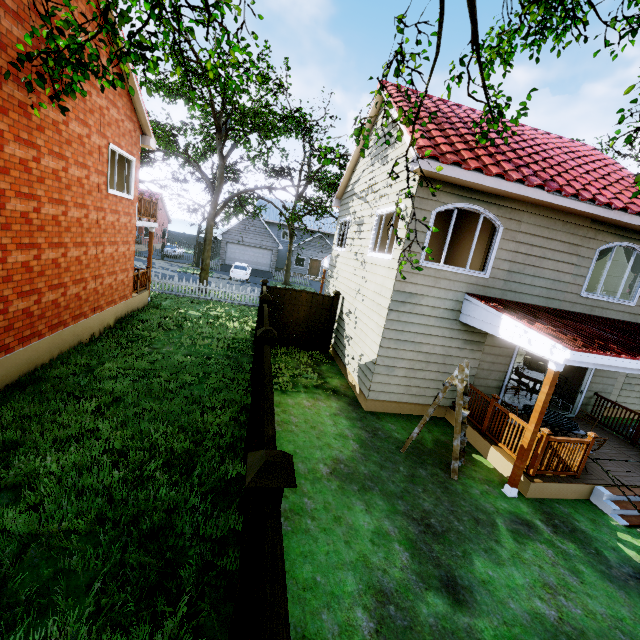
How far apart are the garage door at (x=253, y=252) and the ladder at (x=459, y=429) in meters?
30.1 m

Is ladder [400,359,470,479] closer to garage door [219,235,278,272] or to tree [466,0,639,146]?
tree [466,0,639,146]

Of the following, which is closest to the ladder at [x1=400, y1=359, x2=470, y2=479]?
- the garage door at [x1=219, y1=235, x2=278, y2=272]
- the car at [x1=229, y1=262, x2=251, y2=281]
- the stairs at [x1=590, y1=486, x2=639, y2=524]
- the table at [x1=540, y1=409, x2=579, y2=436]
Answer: the table at [x1=540, y1=409, x2=579, y2=436]

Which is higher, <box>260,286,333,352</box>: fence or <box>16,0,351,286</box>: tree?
<box>16,0,351,286</box>: tree

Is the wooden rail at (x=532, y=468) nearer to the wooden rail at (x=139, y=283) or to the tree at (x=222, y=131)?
the tree at (x=222, y=131)

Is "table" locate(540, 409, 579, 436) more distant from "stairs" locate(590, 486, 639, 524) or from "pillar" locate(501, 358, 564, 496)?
"pillar" locate(501, 358, 564, 496)

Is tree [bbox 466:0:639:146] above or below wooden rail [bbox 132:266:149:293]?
above

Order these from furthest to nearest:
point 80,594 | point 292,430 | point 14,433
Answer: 1. point 292,430
2. point 14,433
3. point 80,594
